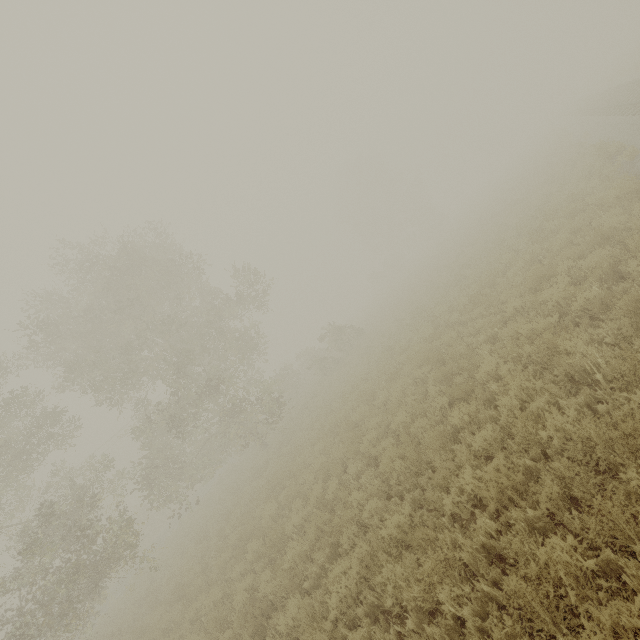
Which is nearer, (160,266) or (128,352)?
(128,352)
